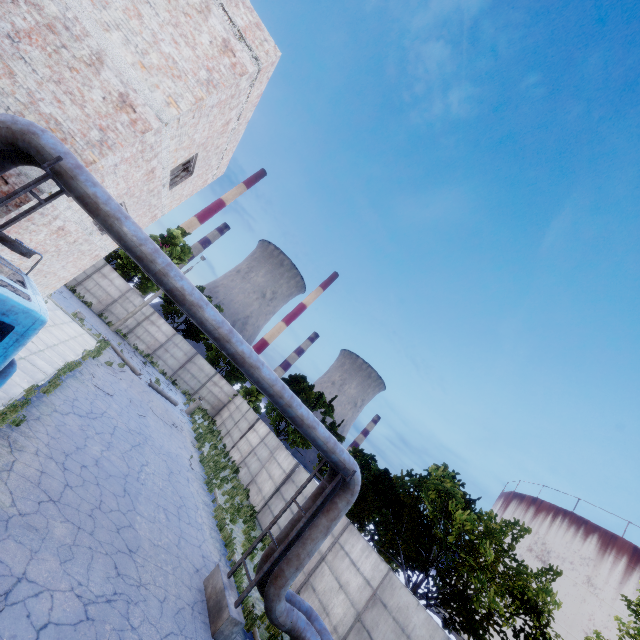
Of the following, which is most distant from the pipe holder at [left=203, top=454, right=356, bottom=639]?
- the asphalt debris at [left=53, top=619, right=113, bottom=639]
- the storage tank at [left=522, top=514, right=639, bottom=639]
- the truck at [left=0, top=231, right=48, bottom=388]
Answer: the storage tank at [left=522, top=514, right=639, bottom=639]

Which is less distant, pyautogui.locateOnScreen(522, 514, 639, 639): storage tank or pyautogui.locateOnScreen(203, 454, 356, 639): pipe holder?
pyautogui.locateOnScreen(203, 454, 356, 639): pipe holder

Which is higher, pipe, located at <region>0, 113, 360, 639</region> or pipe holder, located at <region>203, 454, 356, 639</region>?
pipe, located at <region>0, 113, 360, 639</region>

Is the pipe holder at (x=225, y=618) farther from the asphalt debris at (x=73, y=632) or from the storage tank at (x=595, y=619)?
the storage tank at (x=595, y=619)

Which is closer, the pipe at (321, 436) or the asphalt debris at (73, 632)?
the asphalt debris at (73, 632)

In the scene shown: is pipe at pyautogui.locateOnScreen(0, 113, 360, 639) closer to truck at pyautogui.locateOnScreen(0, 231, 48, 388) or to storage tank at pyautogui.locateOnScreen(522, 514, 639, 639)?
truck at pyautogui.locateOnScreen(0, 231, 48, 388)

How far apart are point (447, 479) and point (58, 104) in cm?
1872

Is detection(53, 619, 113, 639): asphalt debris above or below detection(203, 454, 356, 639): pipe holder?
below
